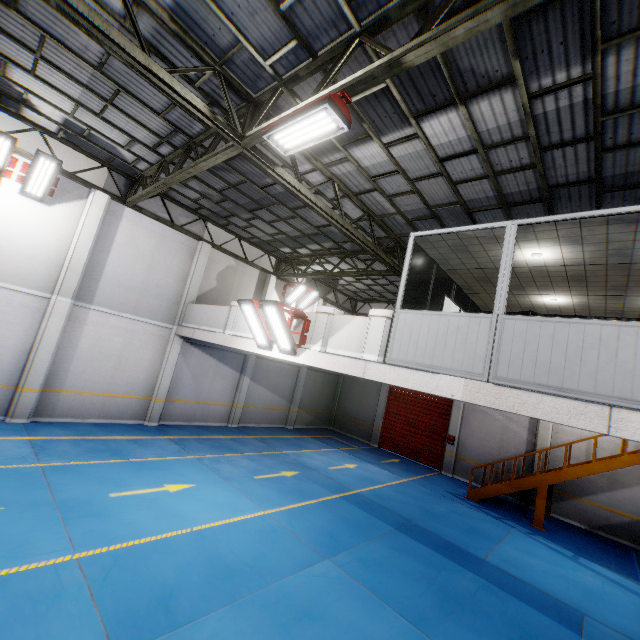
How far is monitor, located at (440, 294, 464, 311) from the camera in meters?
6.9 m

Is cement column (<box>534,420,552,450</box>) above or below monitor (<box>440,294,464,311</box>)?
below

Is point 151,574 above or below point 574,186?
below

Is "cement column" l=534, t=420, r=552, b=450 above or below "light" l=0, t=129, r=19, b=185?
below

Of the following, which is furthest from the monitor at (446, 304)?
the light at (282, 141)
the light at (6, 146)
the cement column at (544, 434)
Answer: the light at (6, 146)

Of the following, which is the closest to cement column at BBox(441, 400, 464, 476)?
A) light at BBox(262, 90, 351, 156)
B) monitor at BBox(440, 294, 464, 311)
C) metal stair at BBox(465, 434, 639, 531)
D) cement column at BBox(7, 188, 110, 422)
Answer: metal stair at BBox(465, 434, 639, 531)

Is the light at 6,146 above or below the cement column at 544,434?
above

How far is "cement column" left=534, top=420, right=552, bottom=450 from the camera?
14.09m
